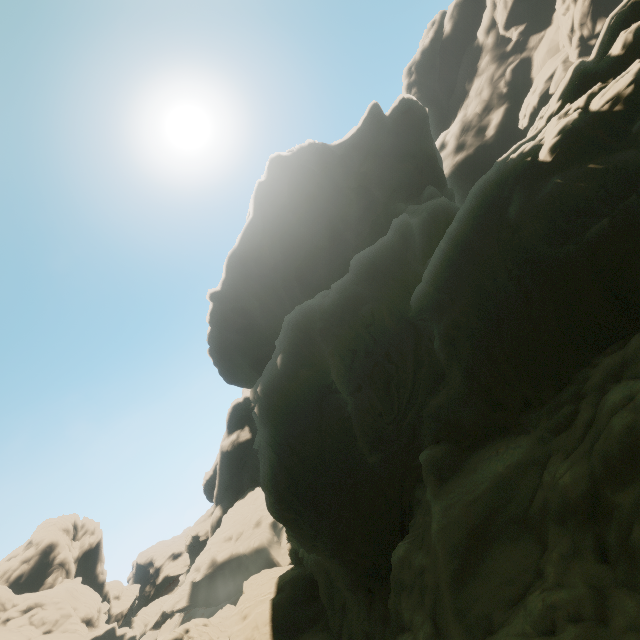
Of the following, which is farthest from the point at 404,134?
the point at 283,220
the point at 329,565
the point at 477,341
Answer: the point at 329,565
